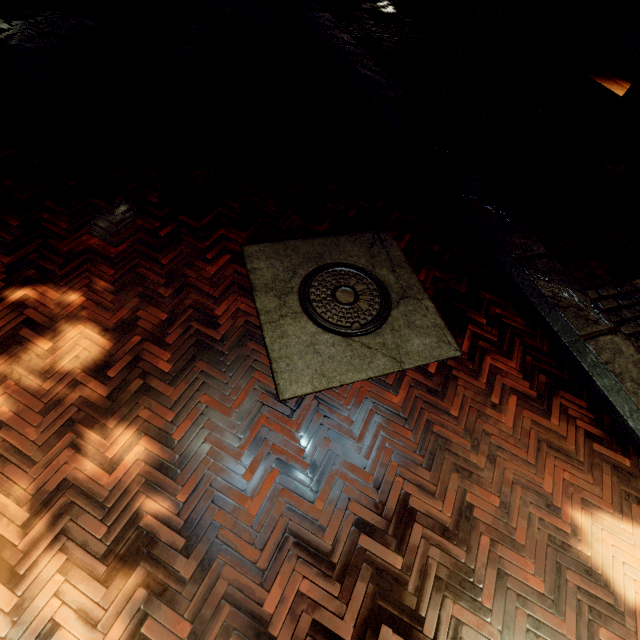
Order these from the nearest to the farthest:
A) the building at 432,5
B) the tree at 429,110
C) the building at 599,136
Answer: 1. the tree at 429,110
2. the building at 599,136
3. the building at 432,5

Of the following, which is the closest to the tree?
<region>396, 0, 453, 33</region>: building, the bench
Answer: <region>396, 0, 453, 33</region>: building

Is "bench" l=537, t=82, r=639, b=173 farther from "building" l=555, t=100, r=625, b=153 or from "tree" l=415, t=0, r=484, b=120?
"tree" l=415, t=0, r=484, b=120

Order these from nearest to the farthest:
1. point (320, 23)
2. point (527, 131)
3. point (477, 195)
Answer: point (477, 195)
point (527, 131)
point (320, 23)

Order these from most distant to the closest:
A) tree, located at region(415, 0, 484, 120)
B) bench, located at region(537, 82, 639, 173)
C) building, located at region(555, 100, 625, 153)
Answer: building, located at region(555, 100, 625, 153) < bench, located at region(537, 82, 639, 173) < tree, located at region(415, 0, 484, 120)

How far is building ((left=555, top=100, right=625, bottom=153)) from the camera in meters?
6.6

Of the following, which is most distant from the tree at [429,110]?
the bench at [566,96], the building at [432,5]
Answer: the bench at [566,96]
